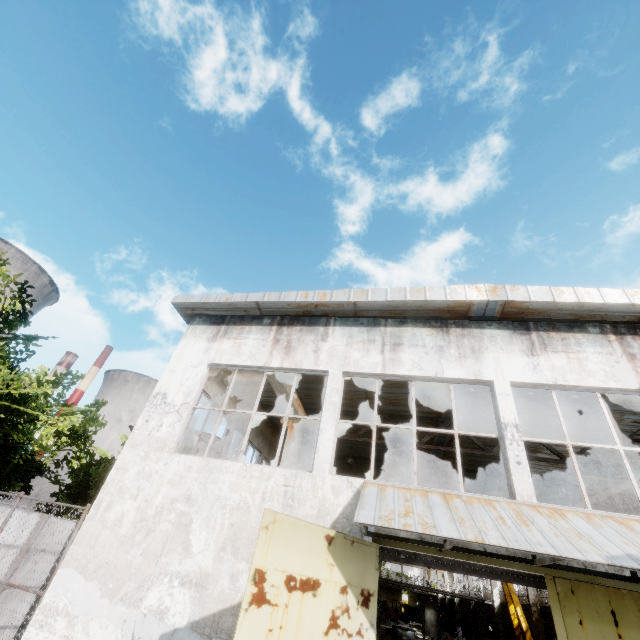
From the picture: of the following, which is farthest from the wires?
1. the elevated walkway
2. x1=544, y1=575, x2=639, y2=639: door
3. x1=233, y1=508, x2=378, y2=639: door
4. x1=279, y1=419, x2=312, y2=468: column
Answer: x1=279, y1=419, x2=312, y2=468: column

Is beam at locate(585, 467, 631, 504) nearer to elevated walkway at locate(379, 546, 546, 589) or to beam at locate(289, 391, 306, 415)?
elevated walkway at locate(379, 546, 546, 589)

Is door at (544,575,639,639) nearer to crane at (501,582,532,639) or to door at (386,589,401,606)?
crane at (501,582,532,639)

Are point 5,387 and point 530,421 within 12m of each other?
no

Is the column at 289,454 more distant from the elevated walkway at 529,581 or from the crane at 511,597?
the crane at 511,597

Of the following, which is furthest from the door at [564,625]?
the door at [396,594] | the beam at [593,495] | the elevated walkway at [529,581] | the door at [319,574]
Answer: the door at [396,594]

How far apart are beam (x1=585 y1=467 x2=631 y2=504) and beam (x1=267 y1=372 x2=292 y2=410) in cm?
1186

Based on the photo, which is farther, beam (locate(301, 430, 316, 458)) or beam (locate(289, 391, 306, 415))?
beam (locate(301, 430, 316, 458))
